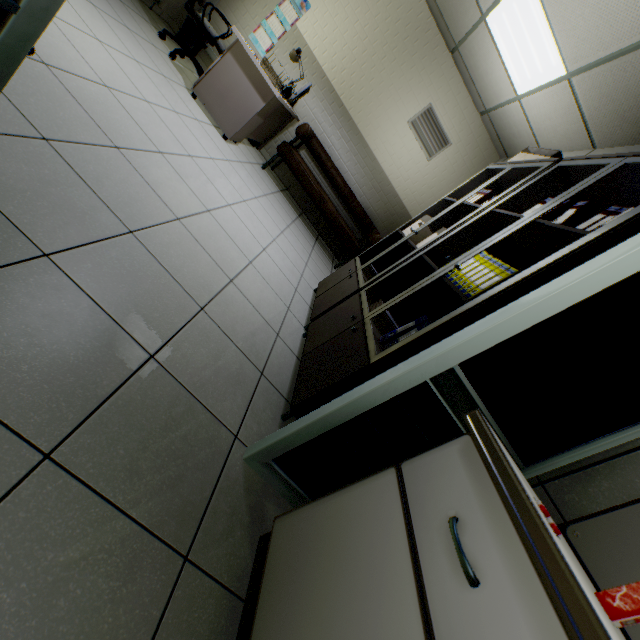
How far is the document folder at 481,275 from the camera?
1.82m

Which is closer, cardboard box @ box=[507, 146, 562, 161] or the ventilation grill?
cardboard box @ box=[507, 146, 562, 161]

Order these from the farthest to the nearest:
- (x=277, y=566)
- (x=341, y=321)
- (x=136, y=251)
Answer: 1. (x=341, y=321)
2. (x=136, y=251)
3. (x=277, y=566)

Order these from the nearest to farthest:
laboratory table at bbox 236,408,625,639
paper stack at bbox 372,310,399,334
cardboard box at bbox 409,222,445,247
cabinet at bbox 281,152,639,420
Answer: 1. laboratory table at bbox 236,408,625,639
2. cabinet at bbox 281,152,639,420
3. paper stack at bbox 372,310,399,334
4. cardboard box at bbox 409,222,445,247

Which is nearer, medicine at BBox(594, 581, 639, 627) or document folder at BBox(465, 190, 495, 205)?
medicine at BBox(594, 581, 639, 627)

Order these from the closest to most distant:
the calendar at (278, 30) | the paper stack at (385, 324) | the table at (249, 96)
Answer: the paper stack at (385, 324) < the table at (249, 96) < the calendar at (278, 30)

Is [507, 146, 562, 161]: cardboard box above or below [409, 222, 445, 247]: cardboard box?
above

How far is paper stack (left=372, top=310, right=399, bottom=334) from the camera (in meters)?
2.26
